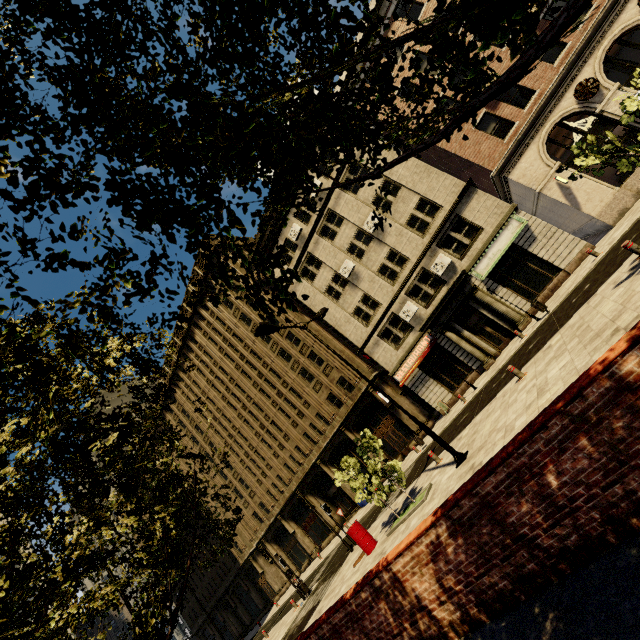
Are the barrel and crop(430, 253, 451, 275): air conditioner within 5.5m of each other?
no

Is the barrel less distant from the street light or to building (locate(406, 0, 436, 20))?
the street light

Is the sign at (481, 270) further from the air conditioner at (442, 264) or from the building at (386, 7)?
the air conditioner at (442, 264)

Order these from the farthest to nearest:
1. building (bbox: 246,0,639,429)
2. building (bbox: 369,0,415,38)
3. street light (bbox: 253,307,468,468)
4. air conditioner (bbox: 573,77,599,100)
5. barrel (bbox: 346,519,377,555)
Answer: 1. building (bbox: 369,0,415,38)
2. building (bbox: 246,0,639,429)
3. air conditioner (bbox: 573,77,599,100)
4. barrel (bbox: 346,519,377,555)
5. street light (bbox: 253,307,468,468)

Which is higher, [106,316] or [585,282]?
[106,316]

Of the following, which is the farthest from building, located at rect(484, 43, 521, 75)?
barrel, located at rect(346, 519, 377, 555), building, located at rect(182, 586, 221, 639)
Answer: barrel, located at rect(346, 519, 377, 555)

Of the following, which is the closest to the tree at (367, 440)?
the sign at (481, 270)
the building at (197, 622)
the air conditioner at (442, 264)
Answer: the sign at (481, 270)

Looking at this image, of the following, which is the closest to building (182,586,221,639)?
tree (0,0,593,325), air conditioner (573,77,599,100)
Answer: tree (0,0,593,325)
